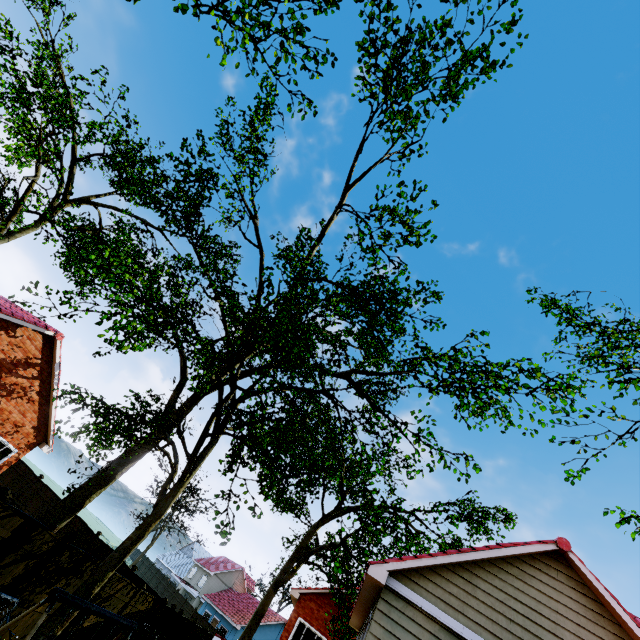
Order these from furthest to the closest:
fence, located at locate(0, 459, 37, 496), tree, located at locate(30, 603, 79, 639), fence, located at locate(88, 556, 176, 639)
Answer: fence, located at locate(0, 459, 37, 496) → fence, located at locate(88, 556, 176, 639) → tree, located at locate(30, 603, 79, 639)

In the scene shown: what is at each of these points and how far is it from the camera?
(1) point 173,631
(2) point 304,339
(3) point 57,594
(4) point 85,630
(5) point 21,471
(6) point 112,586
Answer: (1) fence, 15.8 meters
(2) tree, 8.0 meters
(3) swing, 4.6 meters
(4) fence, 11.5 meters
(5) fence, 21.9 meters
(6) fence, 12.0 meters

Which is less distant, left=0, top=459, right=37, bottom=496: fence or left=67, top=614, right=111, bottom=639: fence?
left=67, top=614, right=111, bottom=639: fence

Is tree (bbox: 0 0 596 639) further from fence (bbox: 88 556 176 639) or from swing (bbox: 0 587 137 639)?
swing (bbox: 0 587 137 639)

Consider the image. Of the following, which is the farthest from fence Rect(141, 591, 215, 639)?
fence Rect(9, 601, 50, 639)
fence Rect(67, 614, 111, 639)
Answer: fence Rect(9, 601, 50, 639)

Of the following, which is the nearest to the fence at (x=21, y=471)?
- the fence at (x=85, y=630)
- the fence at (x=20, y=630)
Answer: the fence at (x=85, y=630)
